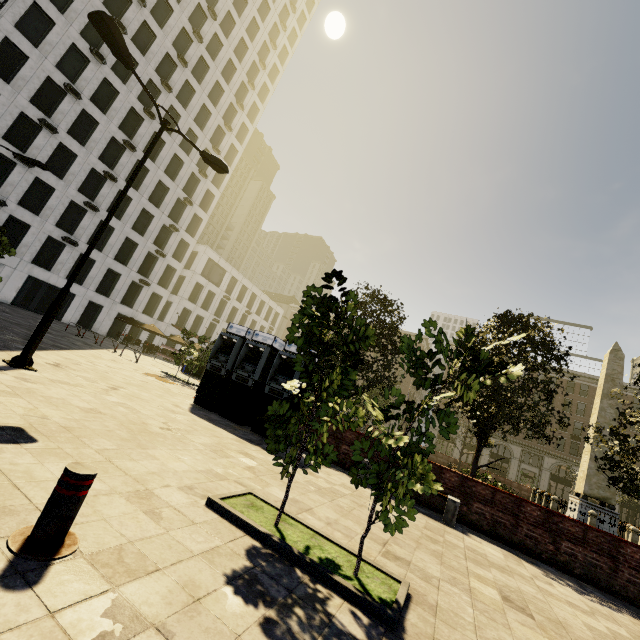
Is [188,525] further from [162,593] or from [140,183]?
[140,183]

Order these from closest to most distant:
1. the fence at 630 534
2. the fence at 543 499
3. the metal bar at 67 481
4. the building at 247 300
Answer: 1. the metal bar at 67 481
2. the fence at 630 534
3. the fence at 543 499
4. the building at 247 300

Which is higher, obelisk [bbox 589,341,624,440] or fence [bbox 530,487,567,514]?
obelisk [bbox 589,341,624,440]

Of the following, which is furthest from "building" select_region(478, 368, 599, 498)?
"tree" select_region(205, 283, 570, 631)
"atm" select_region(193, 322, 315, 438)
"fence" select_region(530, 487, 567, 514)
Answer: "fence" select_region(530, 487, 567, 514)

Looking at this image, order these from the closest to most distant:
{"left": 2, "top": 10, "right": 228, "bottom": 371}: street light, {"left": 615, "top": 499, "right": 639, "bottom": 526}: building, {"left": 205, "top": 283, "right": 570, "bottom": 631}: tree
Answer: {"left": 205, "top": 283, "right": 570, "bottom": 631}: tree, {"left": 2, "top": 10, "right": 228, "bottom": 371}: street light, {"left": 615, "top": 499, "right": 639, "bottom": 526}: building

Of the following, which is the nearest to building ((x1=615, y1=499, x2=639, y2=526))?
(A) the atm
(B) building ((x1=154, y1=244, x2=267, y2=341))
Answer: (B) building ((x1=154, y1=244, x2=267, y2=341))

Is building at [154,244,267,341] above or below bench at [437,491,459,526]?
above

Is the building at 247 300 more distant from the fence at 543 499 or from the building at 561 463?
the fence at 543 499
